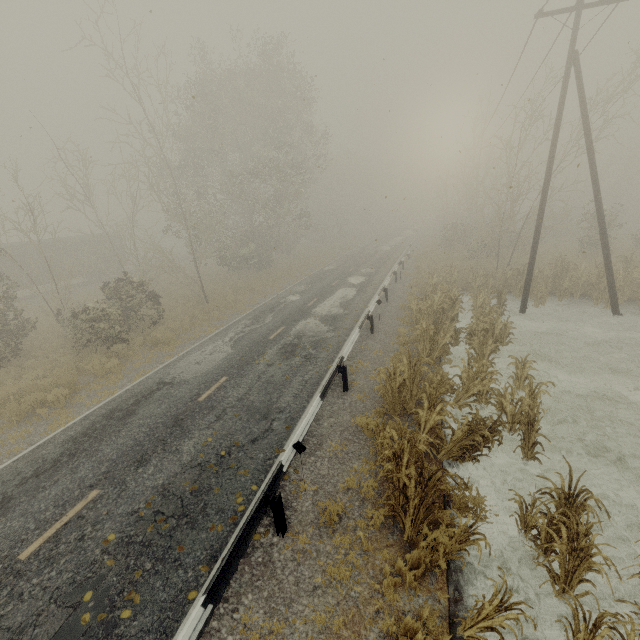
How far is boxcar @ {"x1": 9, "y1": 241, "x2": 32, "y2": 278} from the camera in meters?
27.1

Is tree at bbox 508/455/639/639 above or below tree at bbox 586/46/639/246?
below

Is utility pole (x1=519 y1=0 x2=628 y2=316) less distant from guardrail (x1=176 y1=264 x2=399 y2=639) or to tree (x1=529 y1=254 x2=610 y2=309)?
tree (x1=529 y1=254 x2=610 y2=309)

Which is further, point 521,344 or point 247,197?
point 247,197

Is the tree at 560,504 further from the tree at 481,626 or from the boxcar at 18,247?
the boxcar at 18,247

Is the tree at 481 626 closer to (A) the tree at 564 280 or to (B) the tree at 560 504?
(B) the tree at 560 504

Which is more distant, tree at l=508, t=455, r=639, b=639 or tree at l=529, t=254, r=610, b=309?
tree at l=529, t=254, r=610, b=309

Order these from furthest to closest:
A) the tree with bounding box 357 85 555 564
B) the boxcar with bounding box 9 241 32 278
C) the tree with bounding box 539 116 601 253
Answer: the boxcar with bounding box 9 241 32 278 < the tree with bounding box 539 116 601 253 < the tree with bounding box 357 85 555 564
